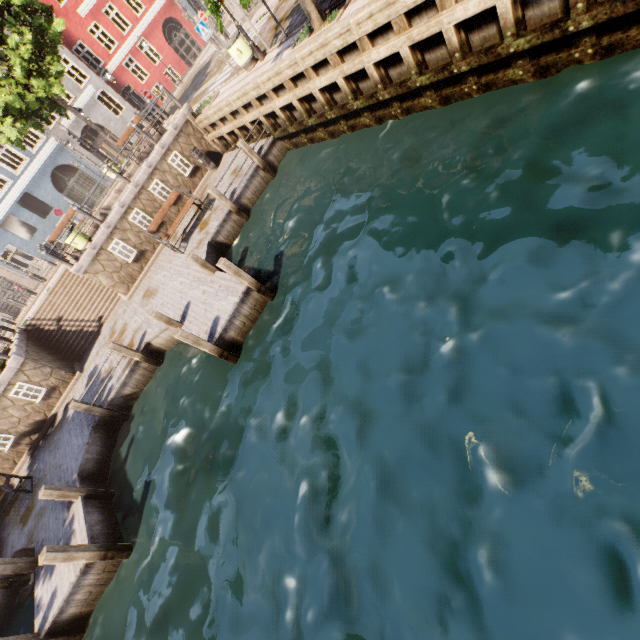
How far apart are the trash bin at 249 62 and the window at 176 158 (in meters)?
4.24

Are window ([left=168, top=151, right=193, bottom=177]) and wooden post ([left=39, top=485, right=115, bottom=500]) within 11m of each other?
no

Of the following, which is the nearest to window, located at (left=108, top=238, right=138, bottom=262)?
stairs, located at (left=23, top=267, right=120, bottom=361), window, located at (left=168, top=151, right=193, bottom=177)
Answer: stairs, located at (left=23, top=267, right=120, bottom=361)

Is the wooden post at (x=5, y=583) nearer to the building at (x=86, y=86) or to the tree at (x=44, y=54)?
the tree at (x=44, y=54)

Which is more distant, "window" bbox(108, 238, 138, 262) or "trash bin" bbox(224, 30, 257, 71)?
"window" bbox(108, 238, 138, 262)

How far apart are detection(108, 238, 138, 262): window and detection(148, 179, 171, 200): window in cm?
236

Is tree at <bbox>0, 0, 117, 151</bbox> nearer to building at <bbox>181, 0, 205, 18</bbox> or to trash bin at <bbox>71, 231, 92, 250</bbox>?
building at <bbox>181, 0, 205, 18</bbox>

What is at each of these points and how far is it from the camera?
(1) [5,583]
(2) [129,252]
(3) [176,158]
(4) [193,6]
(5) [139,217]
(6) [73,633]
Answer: (1) wooden post, 9.4m
(2) window, 13.4m
(3) window, 13.8m
(4) building, 28.1m
(5) window, 13.4m
(6) wooden post, 7.1m
